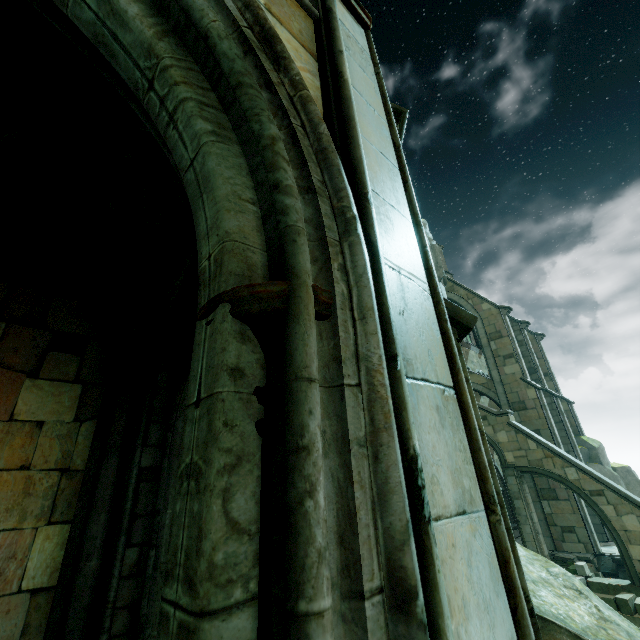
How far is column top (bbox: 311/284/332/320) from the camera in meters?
1.2

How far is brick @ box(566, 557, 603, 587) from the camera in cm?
1492

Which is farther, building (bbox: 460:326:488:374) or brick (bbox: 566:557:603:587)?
building (bbox: 460:326:488:374)

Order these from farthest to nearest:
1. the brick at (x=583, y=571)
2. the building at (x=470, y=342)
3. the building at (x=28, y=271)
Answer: the building at (x=470, y=342), the brick at (x=583, y=571), the building at (x=28, y=271)

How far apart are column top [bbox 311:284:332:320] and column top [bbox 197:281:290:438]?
A: 0.10m

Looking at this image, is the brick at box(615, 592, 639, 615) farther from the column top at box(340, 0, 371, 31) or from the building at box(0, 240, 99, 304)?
the column top at box(340, 0, 371, 31)

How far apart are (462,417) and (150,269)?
6.29m

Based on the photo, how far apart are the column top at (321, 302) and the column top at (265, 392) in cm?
10
